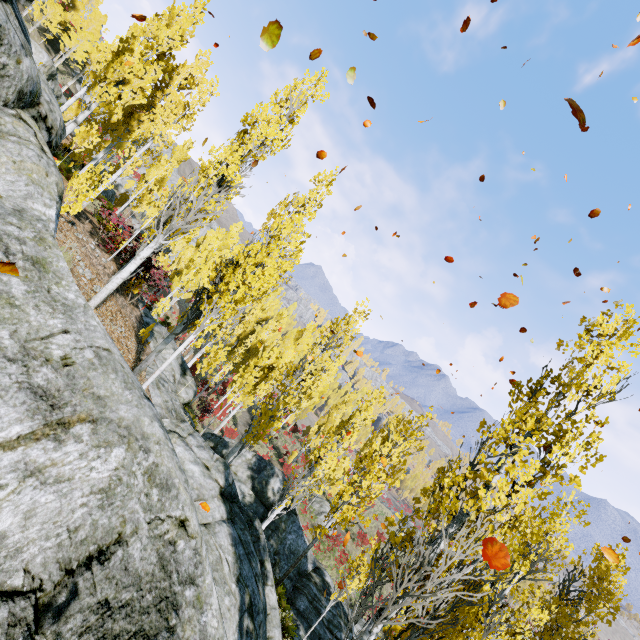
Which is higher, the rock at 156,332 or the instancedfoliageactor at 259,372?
the instancedfoliageactor at 259,372

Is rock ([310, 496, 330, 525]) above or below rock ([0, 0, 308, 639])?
below

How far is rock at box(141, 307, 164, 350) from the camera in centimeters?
1352cm

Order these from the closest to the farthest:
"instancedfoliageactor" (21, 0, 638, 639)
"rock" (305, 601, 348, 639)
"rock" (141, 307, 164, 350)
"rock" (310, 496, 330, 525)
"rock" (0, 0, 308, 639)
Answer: "rock" (0, 0, 308, 639)
"instancedfoliageactor" (21, 0, 638, 639)
"rock" (305, 601, 348, 639)
"rock" (141, 307, 164, 350)
"rock" (310, 496, 330, 525)

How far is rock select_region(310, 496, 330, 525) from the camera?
28.3m

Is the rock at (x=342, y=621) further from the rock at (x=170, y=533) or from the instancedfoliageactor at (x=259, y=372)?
the rock at (x=170, y=533)

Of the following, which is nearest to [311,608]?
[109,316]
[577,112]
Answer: [109,316]

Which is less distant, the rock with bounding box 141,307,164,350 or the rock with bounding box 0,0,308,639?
the rock with bounding box 0,0,308,639
